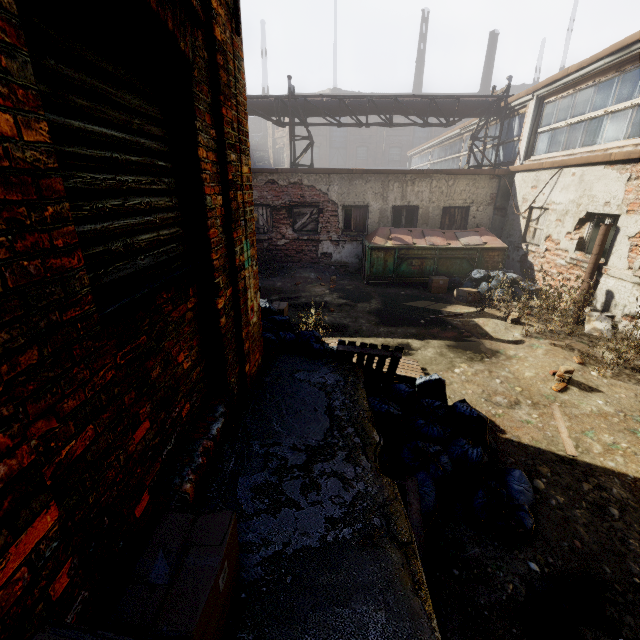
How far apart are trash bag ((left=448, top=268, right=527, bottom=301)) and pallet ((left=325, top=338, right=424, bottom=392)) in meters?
6.5

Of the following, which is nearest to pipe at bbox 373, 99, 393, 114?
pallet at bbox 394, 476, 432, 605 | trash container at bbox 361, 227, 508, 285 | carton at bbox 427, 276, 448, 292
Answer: pallet at bbox 394, 476, 432, 605

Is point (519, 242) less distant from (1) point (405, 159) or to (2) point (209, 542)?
(2) point (209, 542)

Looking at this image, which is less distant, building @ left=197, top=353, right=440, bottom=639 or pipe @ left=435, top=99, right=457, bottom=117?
building @ left=197, top=353, right=440, bottom=639

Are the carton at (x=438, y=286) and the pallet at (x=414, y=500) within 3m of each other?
no

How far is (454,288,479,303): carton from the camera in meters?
9.5

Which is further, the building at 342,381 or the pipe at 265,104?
the pipe at 265,104

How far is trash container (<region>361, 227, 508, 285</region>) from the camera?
10.4m
